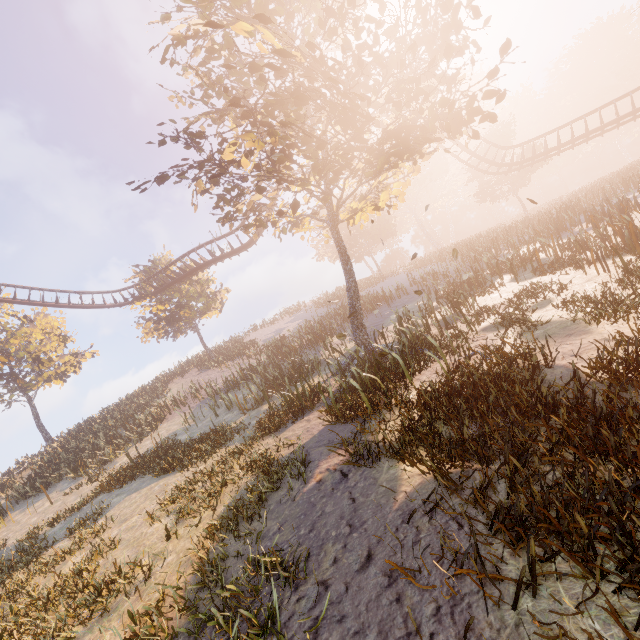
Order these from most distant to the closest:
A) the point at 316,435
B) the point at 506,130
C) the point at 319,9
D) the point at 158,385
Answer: the point at 506,130
the point at 158,385
the point at 319,9
the point at 316,435
